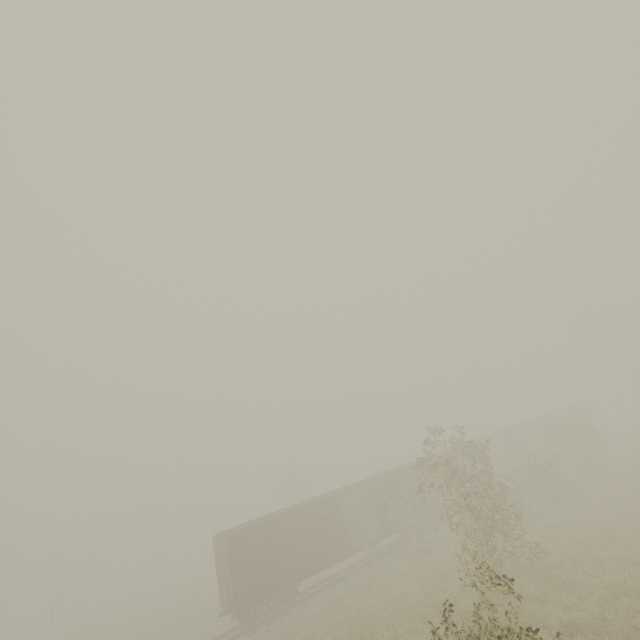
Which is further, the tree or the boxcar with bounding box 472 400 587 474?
the tree

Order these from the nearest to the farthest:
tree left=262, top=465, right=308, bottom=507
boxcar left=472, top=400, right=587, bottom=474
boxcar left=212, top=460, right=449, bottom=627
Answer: boxcar left=212, top=460, right=449, bottom=627, boxcar left=472, top=400, right=587, bottom=474, tree left=262, top=465, right=308, bottom=507

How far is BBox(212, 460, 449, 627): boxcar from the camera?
17.8m

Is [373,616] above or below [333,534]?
below

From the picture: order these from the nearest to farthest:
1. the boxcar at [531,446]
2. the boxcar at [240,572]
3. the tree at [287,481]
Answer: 1. the boxcar at [240,572]
2. the boxcar at [531,446]
3. the tree at [287,481]

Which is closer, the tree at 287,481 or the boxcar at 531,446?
the boxcar at 531,446

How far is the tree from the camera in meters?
37.4
